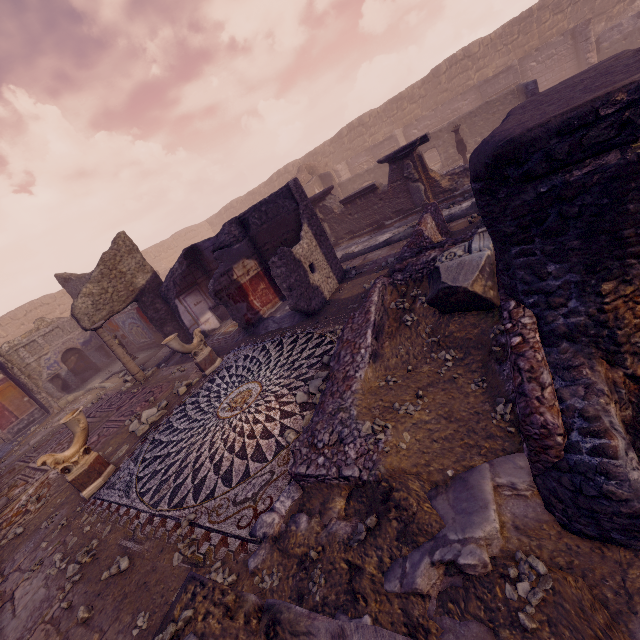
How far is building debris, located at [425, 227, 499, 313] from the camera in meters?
3.4

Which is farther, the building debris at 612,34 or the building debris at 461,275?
the building debris at 612,34

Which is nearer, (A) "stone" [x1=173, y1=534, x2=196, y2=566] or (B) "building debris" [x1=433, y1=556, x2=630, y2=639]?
(B) "building debris" [x1=433, y1=556, x2=630, y2=639]

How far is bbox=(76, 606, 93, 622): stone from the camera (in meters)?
3.29

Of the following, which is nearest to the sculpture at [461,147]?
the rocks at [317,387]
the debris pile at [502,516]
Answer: the rocks at [317,387]

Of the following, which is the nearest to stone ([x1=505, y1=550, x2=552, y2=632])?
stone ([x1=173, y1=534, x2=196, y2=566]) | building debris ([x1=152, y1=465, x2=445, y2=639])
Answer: building debris ([x1=152, y1=465, x2=445, y2=639])

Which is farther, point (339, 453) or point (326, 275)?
point (326, 275)

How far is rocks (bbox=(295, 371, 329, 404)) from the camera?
4.5 meters
